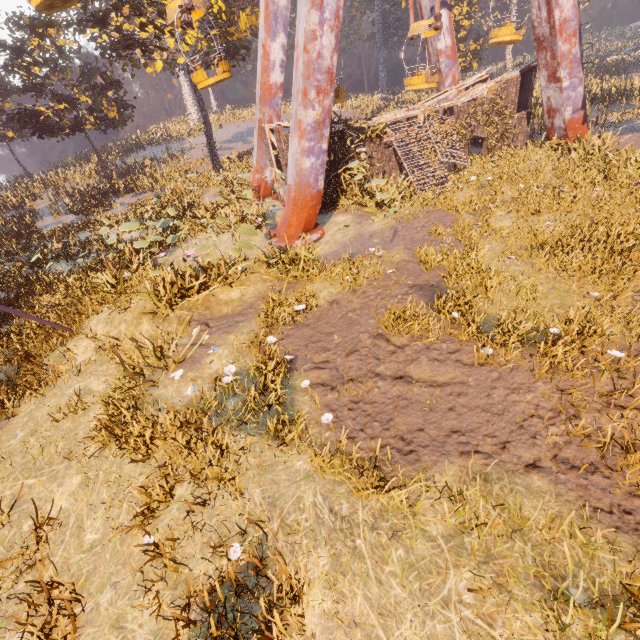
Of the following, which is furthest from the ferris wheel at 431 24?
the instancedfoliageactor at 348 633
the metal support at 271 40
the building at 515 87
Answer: the instancedfoliageactor at 348 633

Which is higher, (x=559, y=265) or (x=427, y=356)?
(x=427, y=356)

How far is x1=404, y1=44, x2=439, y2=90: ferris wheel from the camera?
16.0m

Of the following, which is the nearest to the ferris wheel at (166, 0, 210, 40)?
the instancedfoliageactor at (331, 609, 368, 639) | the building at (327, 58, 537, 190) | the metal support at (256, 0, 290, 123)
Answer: the metal support at (256, 0, 290, 123)

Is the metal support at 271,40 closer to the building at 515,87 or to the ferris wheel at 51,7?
the ferris wheel at 51,7

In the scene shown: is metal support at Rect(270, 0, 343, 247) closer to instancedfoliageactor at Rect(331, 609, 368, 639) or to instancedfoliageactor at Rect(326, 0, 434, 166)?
instancedfoliageactor at Rect(326, 0, 434, 166)

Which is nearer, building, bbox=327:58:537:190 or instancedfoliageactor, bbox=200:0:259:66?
building, bbox=327:58:537:190

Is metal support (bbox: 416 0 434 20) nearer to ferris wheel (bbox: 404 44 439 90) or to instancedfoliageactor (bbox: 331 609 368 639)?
ferris wheel (bbox: 404 44 439 90)
